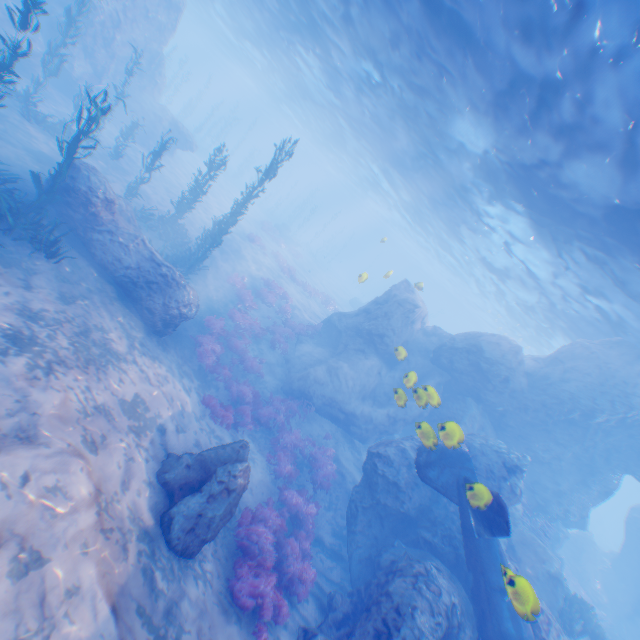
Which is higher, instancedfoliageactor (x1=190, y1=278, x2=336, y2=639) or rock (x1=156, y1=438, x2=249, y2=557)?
rock (x1=156, y1=438, x2=249, y2=557)

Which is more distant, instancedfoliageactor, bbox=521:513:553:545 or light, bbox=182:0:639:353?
instancedfoliageactor, bbox=521:513:553:545

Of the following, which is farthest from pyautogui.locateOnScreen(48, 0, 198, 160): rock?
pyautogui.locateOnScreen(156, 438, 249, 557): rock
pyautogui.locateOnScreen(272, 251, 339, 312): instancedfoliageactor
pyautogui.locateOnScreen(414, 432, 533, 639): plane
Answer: pyautogui.locateOnScreen(156, 438, 249, 557): rock

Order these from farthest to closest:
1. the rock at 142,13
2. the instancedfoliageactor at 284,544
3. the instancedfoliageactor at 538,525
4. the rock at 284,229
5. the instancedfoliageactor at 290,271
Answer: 1. the rock at 284,229
2. the instancedfoliageactor at 290,271
3. the rock at 142,13
4. the instancedfoliageactor at 538,525
5. the instancedfoliageactor at 284,544

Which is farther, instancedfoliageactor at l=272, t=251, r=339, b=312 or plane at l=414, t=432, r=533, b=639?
instancedfoliageactor at l=272, t=251, r=339, b=312

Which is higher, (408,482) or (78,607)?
(408,482)

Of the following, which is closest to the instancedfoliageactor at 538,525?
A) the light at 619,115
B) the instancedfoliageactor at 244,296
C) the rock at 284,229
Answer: the light at 619,115

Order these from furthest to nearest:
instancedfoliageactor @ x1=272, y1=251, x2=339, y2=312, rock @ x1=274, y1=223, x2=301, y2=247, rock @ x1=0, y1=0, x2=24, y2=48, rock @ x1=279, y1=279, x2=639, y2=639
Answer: rock @ x1=274, y1=223, x2=301, y2=247
instancedfoliageactor @ x1=272, y1=251, x2=339, y2=312
rock @ x1=0, y1=0, x2=24, y2=48
rock @ x1=279, y1=279, x2=639, y2=639
